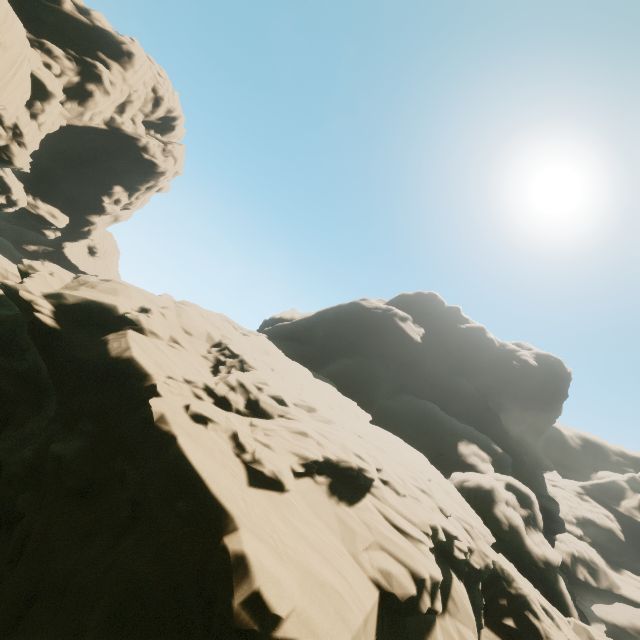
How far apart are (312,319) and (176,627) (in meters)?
49.38
